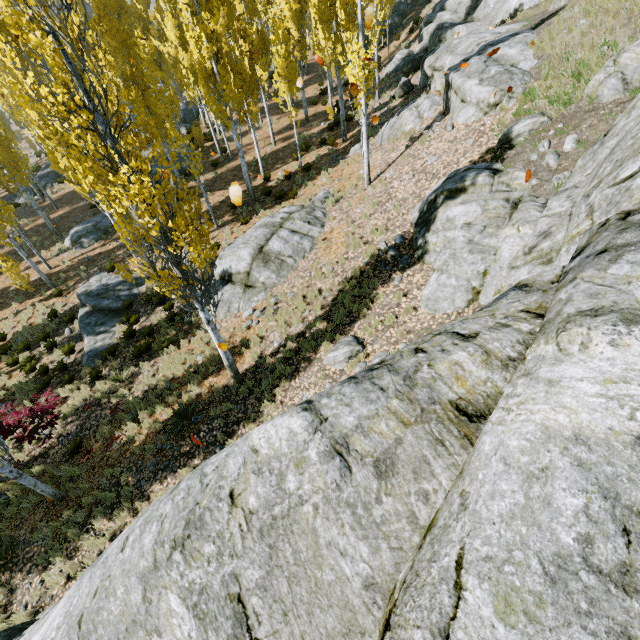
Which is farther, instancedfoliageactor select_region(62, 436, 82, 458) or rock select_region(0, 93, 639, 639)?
instancedfoliageactor select_region(62, 436, 82, 458)

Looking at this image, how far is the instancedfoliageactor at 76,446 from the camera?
10.47m

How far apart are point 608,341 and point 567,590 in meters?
1.2 m

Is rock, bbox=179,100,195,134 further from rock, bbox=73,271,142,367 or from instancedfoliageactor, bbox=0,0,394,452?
rock, bbox=73,271,142,367

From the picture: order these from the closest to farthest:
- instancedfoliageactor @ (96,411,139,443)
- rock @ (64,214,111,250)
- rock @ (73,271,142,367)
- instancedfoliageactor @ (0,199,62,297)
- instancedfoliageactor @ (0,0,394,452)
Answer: instancedfoliageactor @ (0,0,394,452) → instancedfoliageactor @ (96,411,139,443) → rock @ (73,271,142,367) → instancedfoliageactor @ (0,199,62,297) → rock @ (64,214,111,250)

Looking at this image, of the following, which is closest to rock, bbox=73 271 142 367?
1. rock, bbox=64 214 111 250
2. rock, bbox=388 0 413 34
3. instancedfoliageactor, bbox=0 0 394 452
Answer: instancedfoliageactor, bbox=0 0 394 452

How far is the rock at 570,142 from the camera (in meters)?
7.69

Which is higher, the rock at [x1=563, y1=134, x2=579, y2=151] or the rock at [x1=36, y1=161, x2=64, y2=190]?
the rock at [x1=563, y1=134, x2=579, y2=151]
